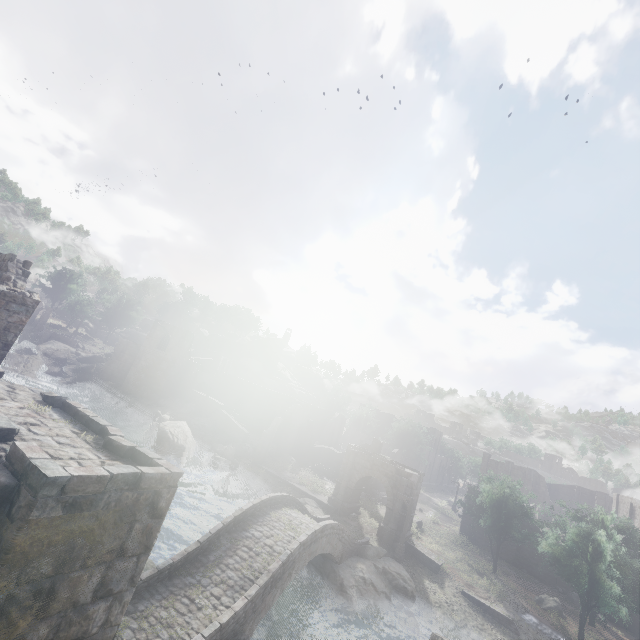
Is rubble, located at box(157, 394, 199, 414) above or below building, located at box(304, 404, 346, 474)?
below

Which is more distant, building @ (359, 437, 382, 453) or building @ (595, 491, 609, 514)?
building @ (595, 491, 609, 514)

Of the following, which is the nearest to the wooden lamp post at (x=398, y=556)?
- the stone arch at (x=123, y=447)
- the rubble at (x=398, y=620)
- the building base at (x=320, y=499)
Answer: the stone arch at (x=123, y=447)

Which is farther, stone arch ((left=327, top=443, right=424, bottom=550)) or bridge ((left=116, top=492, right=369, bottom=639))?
stone arch ((left=327, top=443, right=424, bottom=550))

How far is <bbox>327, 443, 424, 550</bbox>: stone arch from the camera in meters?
28.9 m

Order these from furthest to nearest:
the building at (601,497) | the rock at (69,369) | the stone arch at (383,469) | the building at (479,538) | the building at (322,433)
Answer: the building at (601,497) → the rock at (69,369) → the building at (322,433) → the building at (479,538) → the stone arch at (383,469)

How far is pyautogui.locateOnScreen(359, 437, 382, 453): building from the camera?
Result: 42.7m

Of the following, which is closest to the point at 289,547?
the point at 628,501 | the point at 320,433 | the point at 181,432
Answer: the point at 181,432
